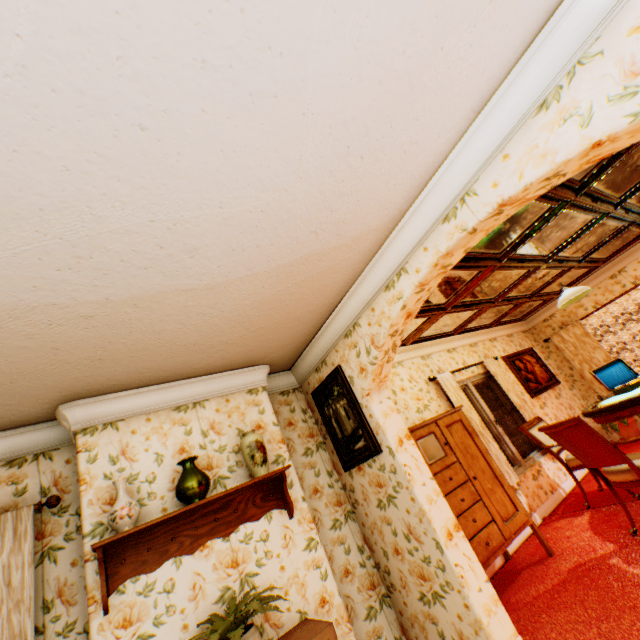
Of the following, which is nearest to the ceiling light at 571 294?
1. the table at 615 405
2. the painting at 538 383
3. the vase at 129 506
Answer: the table at 615 405

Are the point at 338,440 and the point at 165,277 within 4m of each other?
yes

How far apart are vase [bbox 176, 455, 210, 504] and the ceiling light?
5.1 meters

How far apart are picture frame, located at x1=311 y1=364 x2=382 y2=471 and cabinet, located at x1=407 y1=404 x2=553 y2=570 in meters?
0.6 m

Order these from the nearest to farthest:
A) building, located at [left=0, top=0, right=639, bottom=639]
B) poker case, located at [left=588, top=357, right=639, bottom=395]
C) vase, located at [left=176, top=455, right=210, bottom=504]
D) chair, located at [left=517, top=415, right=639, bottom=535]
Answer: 1. building, located at [left=0, top=0, right=639, bottom=639]
2. vase, located at [left=176, top=455, right=210, bottom=504]
3. chair, located at [left=517, top=415, right=639, bottom=535]
4. poker case, located at [left=588, top=357, right=639, bottom=395]

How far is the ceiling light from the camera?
4.5 meters

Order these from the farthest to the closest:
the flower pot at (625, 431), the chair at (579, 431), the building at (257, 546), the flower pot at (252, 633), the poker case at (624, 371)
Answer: the flower pot at (625, 431) < the poker case at (624, 371) < the chair at (579, 431) < the flower pot at (252, 633) < the building at (257, 546)

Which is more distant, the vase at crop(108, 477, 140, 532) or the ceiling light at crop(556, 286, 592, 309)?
the ceiling light at crop(556, 286, 592, 309)
